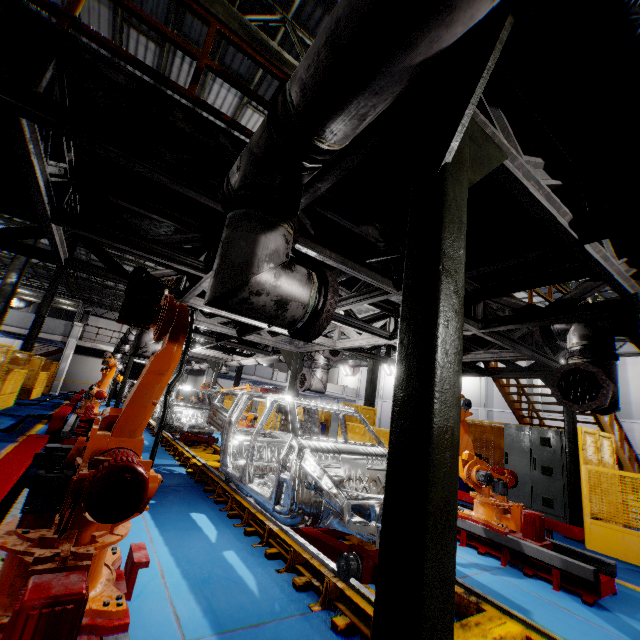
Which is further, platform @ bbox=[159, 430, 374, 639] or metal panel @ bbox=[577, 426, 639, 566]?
metal panel @ bbox=[577, 426, 639, 566]

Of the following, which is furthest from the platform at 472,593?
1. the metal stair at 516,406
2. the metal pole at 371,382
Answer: the metal pole at 371,382

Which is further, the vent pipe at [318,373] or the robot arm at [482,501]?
the vent pipe at [318,373]

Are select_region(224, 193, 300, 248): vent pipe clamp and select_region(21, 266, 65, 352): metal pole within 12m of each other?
no

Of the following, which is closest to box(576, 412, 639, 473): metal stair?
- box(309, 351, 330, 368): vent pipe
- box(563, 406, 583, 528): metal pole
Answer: box(563, 406, 583, 528): metal pole

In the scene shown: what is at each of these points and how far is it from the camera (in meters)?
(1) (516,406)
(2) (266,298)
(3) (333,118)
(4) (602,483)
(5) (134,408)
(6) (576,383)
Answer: (1) metal stair, 10.41
(2) vent pipe, 2.07
(3) vent pipe, 1.76
(4) metal panel, 6.21
(5) robot arm, 2.43
(6) pipe cover, 3.99

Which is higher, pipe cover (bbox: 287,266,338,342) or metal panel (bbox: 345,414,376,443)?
pipe cover (bbox: 287,266,338,342)

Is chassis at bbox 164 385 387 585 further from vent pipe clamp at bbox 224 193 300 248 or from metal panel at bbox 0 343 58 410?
metal panel at bbox 0 343 58 410
